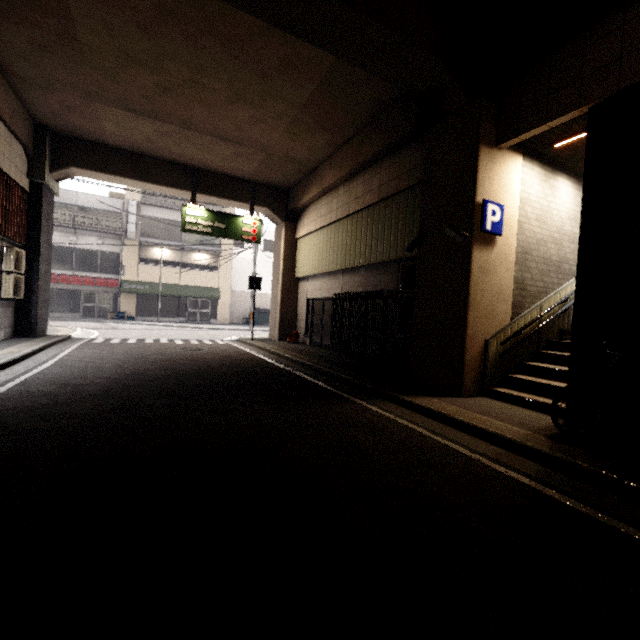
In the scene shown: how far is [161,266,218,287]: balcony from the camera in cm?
2516

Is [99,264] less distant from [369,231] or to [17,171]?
[17,171]

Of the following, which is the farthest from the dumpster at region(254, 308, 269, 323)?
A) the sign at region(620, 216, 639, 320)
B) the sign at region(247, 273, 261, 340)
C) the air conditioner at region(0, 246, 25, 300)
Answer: the sign at region(620, 216, 639, 320)

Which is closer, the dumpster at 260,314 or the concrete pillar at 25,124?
the concrete pillar at 25,124

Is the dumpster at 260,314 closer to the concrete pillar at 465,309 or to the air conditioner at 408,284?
the concrete pillar at 465,309

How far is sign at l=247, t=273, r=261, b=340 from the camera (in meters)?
14.12

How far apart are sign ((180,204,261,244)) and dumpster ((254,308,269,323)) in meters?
15.0 m

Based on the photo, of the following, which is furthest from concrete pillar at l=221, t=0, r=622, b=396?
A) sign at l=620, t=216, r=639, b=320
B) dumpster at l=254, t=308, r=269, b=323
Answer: dumpster at l=254, t=308, r=269, b=323
